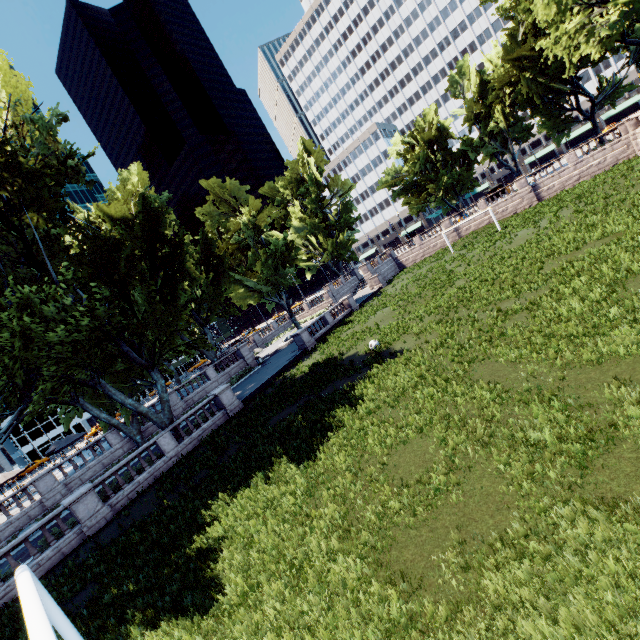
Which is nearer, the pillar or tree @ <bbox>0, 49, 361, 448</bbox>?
the pillar

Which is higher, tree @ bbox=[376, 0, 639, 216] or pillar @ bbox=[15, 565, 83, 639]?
tree @ bbox=[376, 0, 639, 216]

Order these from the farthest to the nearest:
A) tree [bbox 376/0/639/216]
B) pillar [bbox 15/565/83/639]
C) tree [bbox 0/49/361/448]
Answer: tree [bbox 376/0/639/216] < tree [bbox 0/49/361/448] < pillar [bbox 15/565/83/639]

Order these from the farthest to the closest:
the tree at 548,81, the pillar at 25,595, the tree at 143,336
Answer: the tree at 548,81, the tree at 143,336, the pillar at 25,595

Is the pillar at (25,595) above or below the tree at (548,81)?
below

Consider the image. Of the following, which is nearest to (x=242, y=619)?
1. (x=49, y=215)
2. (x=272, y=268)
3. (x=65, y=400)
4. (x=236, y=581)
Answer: (x=236, y=581)

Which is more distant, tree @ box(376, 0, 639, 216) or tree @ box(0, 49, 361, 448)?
tree @ box(376, 0, 639, 216)
